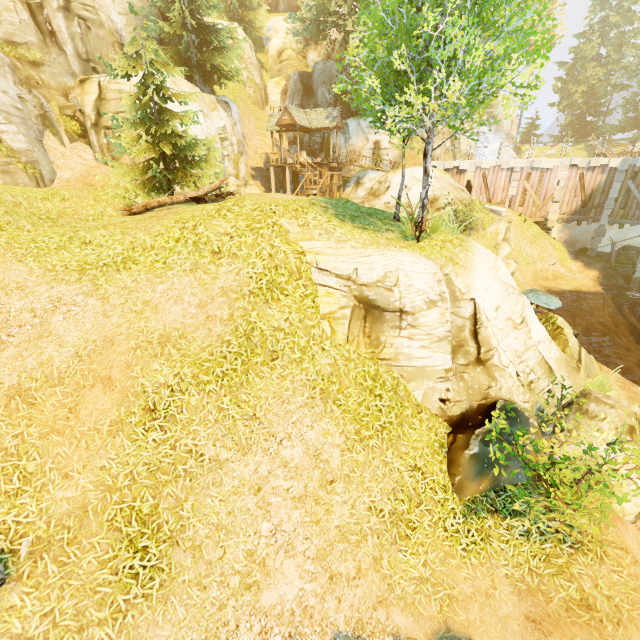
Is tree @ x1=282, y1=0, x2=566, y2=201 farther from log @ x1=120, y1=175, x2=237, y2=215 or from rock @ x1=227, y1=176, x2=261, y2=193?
rock @ x1=227, y1=176, x2=261, y2=193

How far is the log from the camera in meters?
12.1

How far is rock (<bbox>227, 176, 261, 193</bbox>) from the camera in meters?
23.3 m

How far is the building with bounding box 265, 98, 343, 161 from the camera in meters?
27.3 m

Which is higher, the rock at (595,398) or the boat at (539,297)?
the rock at (595,398)

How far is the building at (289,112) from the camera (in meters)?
27.34

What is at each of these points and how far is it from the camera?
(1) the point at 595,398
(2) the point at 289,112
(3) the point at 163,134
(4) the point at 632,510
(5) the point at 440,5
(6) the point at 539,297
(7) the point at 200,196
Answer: (1) rock, 7.5 meters
(2) building, 27.0 meters
(3) tree, 13.2 meters
(4) rock, 6.8 meters
(5) tree, 7.7 meters
(6) boat, 19.1 meters
(7) log, 12.4 meters

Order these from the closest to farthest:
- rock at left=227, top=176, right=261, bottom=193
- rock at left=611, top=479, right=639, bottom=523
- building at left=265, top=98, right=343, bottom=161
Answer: rock at left=611, top=479, right=639, bottom=523 < rock at left=227, top=176, right=261, bottom=193 < building at left=265, top=98, right=343, bottom=161
